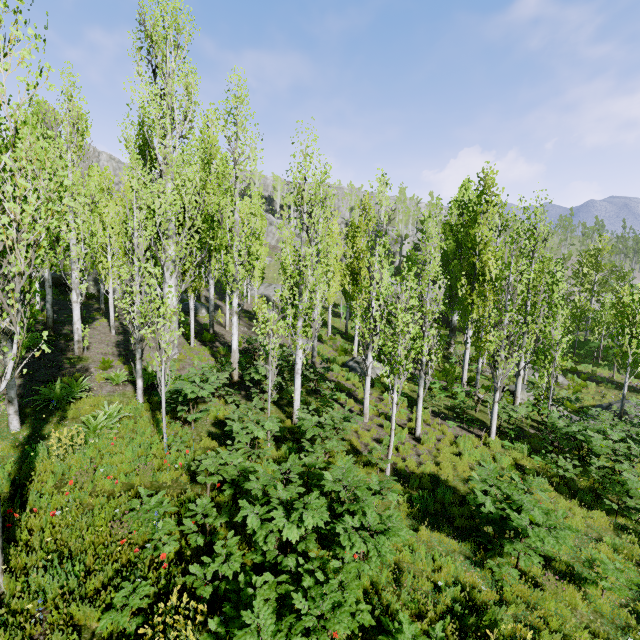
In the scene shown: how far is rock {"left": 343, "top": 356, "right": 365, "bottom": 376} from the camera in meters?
18.3 m

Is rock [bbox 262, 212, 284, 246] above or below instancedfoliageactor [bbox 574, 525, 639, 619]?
above

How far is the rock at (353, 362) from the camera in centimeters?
1828cm

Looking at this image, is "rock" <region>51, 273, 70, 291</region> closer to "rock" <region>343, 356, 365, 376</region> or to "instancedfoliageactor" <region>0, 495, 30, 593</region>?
"instancedfoliageactor" <region>0, 495, 30, 593</region>

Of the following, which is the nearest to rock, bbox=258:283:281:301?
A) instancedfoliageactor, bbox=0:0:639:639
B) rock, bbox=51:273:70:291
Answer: instancedfoliageactor, bbox=0:0:639:639

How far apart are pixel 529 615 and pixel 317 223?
15.1m

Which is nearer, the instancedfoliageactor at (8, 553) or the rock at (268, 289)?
the instancedfoliageactor at (8, 553)

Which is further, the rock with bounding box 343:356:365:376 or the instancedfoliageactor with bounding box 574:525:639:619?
the rock with bounding box 343:356:365:376
